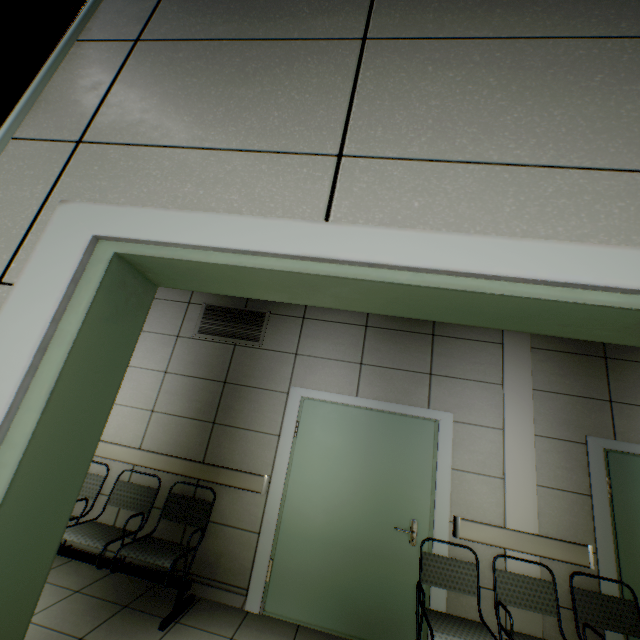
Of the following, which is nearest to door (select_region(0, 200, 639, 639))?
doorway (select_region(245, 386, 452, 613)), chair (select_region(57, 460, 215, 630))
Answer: chair (select_region(57, 460, 215, 630))

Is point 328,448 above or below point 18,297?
below

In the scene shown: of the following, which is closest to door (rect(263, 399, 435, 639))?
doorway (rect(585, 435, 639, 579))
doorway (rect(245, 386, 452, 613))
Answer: doorway (rect(245, 386, 452, 613))

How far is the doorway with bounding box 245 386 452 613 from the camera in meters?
3.2 m

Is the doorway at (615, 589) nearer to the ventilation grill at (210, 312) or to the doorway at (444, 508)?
the doorway at (444, 508)

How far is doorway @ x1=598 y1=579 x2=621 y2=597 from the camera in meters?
2.9 m

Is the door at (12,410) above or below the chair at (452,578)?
above

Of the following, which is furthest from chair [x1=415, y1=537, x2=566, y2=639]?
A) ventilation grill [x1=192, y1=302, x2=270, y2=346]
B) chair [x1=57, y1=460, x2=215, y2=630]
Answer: ventilation grill [x1=192, y1=302, x2=270, y2=346]
